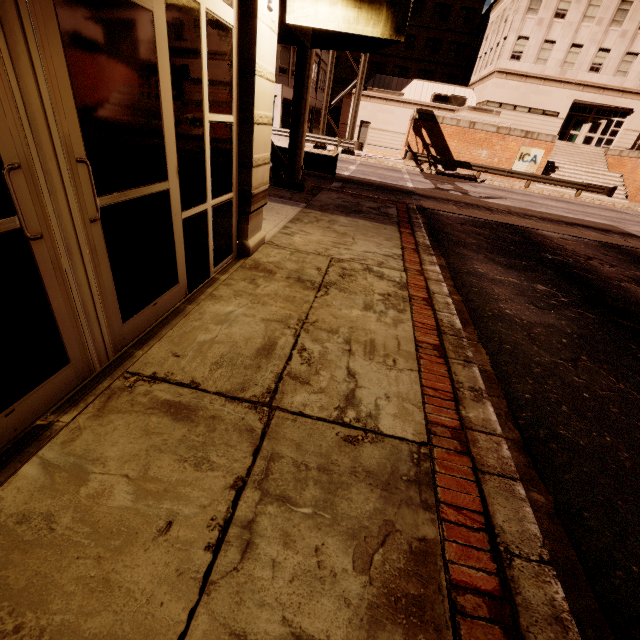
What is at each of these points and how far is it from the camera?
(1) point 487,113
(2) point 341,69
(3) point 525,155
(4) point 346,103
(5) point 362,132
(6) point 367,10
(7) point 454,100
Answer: (1) planter, 24.3m
(2) building, 47.8m
(3) sign, 24.3m
(4) building, 33.5m
(5) building, 34.8m
(6) awning, 3.8m
(7) air conditioner, 33.1m

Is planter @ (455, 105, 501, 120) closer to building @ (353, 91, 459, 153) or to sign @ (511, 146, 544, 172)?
sign @ (511, 146, 544, 172)

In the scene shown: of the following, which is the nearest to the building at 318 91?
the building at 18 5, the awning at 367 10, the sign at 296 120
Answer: the sign at 296 120

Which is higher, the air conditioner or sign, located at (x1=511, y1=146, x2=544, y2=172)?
the air conditioner

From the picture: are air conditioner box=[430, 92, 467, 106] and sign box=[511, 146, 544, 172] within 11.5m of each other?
no

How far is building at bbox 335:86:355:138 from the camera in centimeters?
3312cm

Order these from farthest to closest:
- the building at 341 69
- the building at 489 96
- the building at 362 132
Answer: the building at 341 69 → the building at 362 132 → the building at 489 96

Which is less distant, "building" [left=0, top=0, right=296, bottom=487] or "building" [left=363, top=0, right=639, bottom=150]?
"building" [left=0, top=0, right=296, bottom=487]
